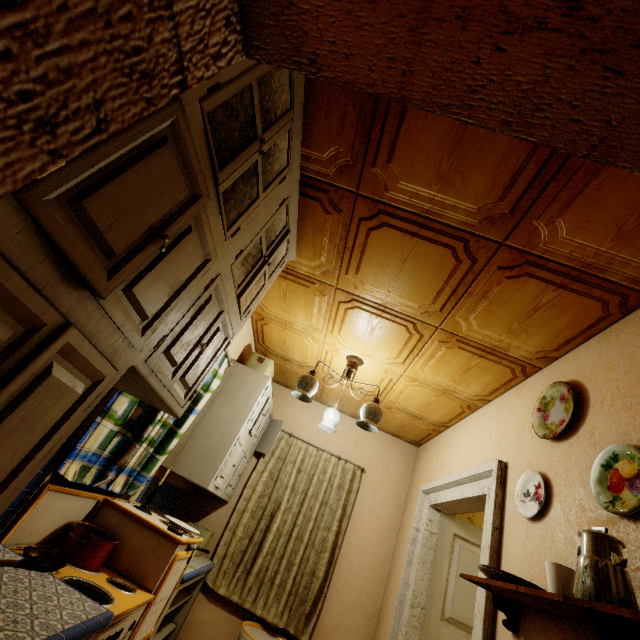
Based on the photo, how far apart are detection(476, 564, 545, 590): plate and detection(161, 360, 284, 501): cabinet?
2.0m

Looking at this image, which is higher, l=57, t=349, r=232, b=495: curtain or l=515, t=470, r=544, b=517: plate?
l=515, t=470, r=544, b=517: plate

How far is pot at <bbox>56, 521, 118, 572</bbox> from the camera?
1.7m

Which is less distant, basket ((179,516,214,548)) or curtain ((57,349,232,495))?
curtain ((57,349,232,495))

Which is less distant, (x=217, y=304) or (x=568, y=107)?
(x=568, y=107)

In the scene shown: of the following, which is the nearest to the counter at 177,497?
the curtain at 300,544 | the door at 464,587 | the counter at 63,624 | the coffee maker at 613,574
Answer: the curtain at 300,544

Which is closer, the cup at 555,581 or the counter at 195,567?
the cup at 555,581

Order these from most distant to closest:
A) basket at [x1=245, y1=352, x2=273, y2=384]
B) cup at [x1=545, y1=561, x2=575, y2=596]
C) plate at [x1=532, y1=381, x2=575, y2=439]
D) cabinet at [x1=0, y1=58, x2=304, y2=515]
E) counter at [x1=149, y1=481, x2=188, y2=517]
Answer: basket at [x1=245, y1=352, x2=273, y2=384] < counter at [x1=149, y1=481, x2=188, y2=517] < plate at [x1=532, y1=381, x2=575, y2=439] < cup at [x1=545, y1=561, x2=575, y2=596] < cabinet at [x1=0, y1=58, x2=304, y2=515]
